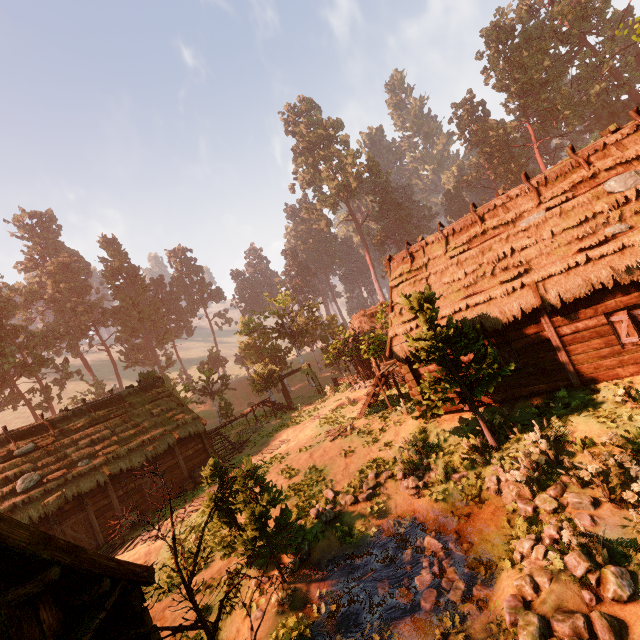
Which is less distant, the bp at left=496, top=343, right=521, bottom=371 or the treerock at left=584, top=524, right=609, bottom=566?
the treerock at left=584, top=524, right=609, bottom=566

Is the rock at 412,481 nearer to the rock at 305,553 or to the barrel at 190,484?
the rock at 305,553

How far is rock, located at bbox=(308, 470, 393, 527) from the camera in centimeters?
1157cm

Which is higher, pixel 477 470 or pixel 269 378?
A: pixel 269 378

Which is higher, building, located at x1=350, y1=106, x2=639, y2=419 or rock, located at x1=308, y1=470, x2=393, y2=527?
building, located at x1=350, y1=106, x2=639, y2=419

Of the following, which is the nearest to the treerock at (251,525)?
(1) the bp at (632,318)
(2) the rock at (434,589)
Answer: (2) the rock at (434,589)

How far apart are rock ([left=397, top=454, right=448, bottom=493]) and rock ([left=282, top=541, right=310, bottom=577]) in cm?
354

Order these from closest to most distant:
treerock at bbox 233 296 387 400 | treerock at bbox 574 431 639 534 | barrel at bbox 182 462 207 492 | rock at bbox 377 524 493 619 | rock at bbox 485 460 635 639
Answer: rock at bbox 485 460 635 639, treerock at bbox 574 431 639 534, rock at bbox 377 524 493 619, barrel at bbox 182 462 207 492, treerock at bbox 233 296 387 400
